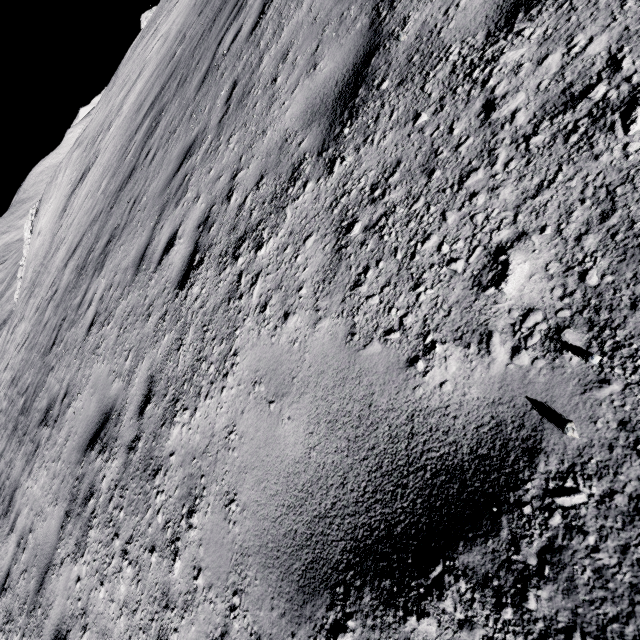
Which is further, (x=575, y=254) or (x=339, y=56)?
(x=339, y=56)
